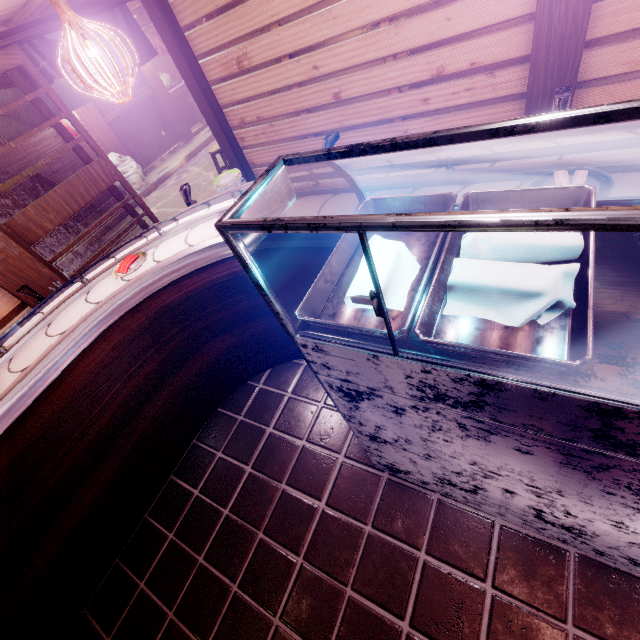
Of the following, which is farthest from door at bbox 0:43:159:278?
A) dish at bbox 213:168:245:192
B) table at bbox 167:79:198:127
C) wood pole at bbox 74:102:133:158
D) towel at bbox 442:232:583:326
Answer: table at bbox 167:79:198:127

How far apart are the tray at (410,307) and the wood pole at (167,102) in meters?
20.4

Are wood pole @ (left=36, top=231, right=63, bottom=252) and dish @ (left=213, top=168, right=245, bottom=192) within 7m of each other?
no

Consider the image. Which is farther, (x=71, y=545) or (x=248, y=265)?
(x=71, y=545)

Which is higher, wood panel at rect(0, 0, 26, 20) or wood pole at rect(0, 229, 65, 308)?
wood panel at rect(0, 0, 26, 20)

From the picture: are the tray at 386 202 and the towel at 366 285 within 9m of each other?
yes

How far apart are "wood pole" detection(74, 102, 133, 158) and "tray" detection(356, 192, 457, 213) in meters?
18.3 m

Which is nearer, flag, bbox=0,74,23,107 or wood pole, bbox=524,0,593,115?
wood pole, bbox=524,0,593,115
